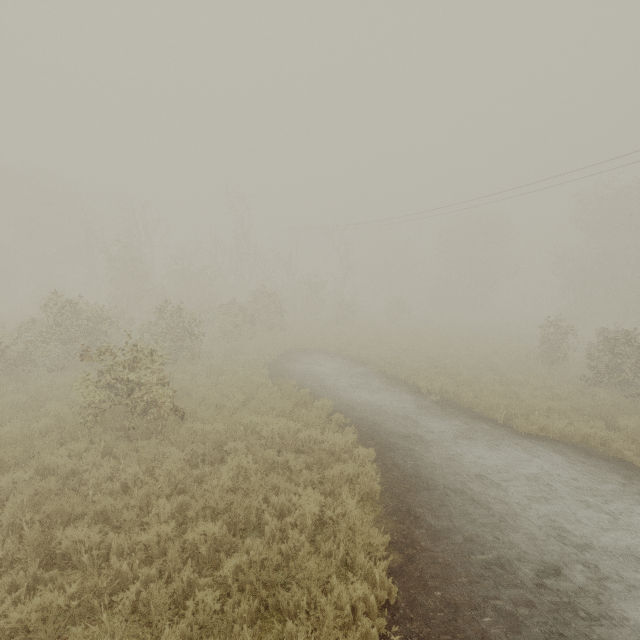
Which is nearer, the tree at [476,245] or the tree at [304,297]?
the tree at [304,297]

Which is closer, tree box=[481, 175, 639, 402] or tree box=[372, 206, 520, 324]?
tree box=[481, 175, 639, 402]

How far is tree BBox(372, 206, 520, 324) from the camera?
44.9 meters

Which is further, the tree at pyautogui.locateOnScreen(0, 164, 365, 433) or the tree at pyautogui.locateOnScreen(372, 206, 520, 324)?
the tree at pyautogui.locateOnScreen(372, 206, 520, 324)

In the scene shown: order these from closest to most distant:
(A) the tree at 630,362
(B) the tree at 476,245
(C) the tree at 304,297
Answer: (C) the tree at 304,297 → (A) the tree at 630,362 → (B) the tree at 476,245

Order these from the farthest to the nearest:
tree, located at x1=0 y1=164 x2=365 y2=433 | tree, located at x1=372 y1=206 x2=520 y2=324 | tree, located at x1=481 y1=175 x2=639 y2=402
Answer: tree, located at x1=372 y1=206 x2=520 y2=324, tree, located at x1=481 y1=175 x2=639 y2=402, tree, located at x1=0 y1=164 x2=365 y2=433

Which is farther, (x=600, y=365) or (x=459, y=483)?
(x=600, y=365)
